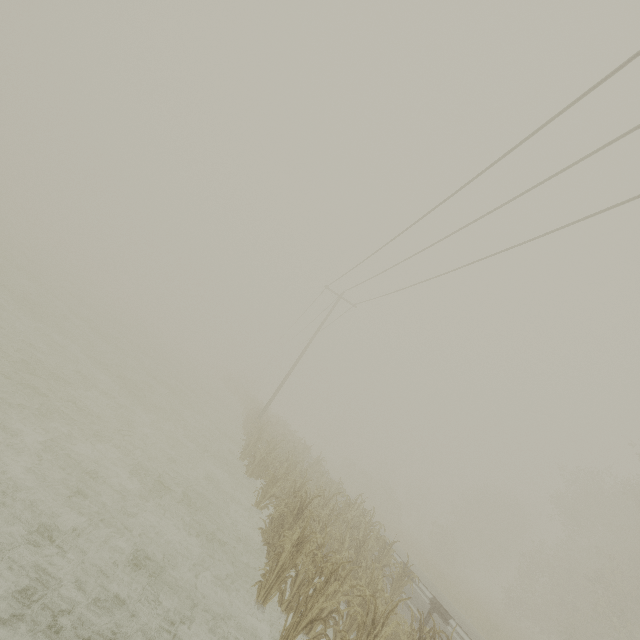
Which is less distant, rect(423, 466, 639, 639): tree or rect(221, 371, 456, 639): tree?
rect(221, 371, 456, 639): tree

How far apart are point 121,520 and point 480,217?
12.0 meters

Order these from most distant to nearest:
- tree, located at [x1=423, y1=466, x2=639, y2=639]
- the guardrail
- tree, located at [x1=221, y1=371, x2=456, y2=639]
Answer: tree, located at [x1=423, y1=466, x2=639, y2=639], the guardrail, tree, located at [x1=221, y1=371, x2=456, y2=639]

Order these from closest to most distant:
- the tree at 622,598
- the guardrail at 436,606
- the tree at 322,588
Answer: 1. the tree at 322,588
2. the guardrail at 436,606
3. the tree at 622,598

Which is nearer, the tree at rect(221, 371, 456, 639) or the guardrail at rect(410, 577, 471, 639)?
the tree at rect(221, 371, 456, 639)

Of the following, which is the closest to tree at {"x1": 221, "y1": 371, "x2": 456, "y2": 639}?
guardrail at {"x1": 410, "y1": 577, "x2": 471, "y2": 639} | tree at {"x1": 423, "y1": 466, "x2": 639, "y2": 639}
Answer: guardrail at {"x1": 410, "y1": 577, "x2": 471, "y2": 639}

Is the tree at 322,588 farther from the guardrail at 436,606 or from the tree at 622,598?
the tree at 622,598
